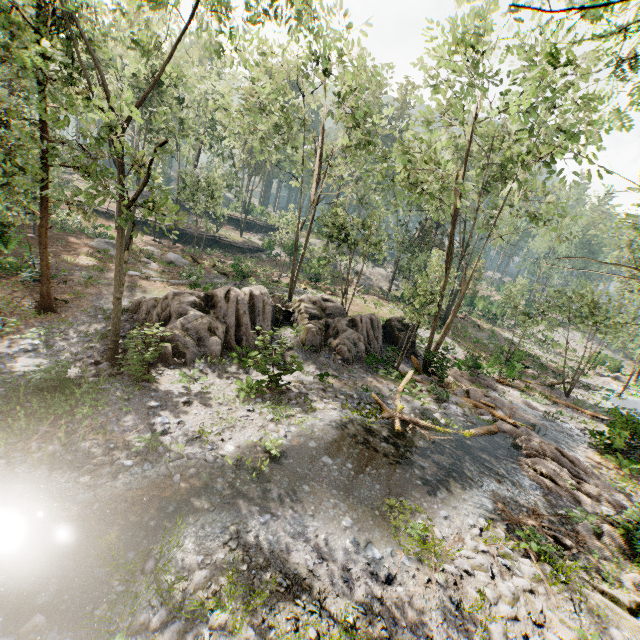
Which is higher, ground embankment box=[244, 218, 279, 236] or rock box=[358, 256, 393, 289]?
ground embankment box=[244, 218, 279, 236]

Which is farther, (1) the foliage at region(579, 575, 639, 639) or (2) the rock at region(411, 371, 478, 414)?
(2) the rock at region(411, 371, 478, 414)

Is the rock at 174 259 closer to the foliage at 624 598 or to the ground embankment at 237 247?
the foliage at 624 598

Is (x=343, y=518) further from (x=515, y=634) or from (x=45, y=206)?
(x=45, y=206)

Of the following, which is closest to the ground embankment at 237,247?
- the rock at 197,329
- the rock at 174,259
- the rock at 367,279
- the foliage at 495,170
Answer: the foliage at 495,170

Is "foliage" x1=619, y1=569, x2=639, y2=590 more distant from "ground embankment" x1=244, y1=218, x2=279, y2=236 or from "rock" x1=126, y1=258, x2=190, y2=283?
"rock" x1=126, y1=258, x2=190, y2=283

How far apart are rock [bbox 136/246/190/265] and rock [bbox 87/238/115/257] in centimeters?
167cm

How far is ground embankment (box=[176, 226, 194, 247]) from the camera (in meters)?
40.50
